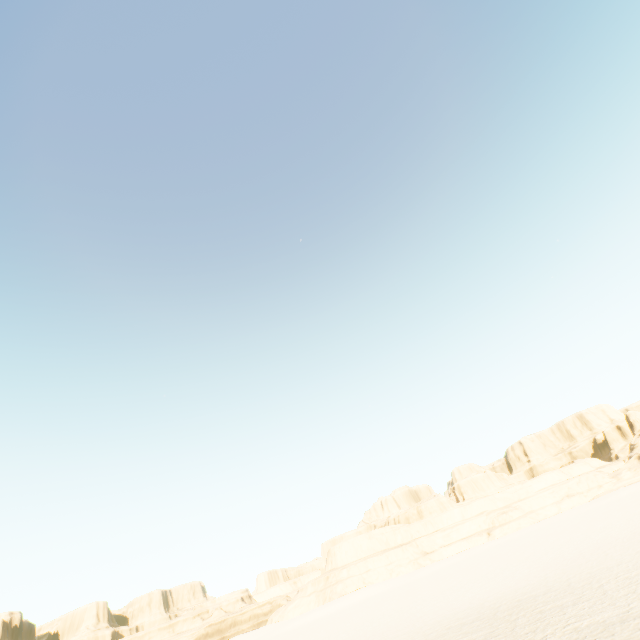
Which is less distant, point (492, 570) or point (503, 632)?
point (503, 632)
